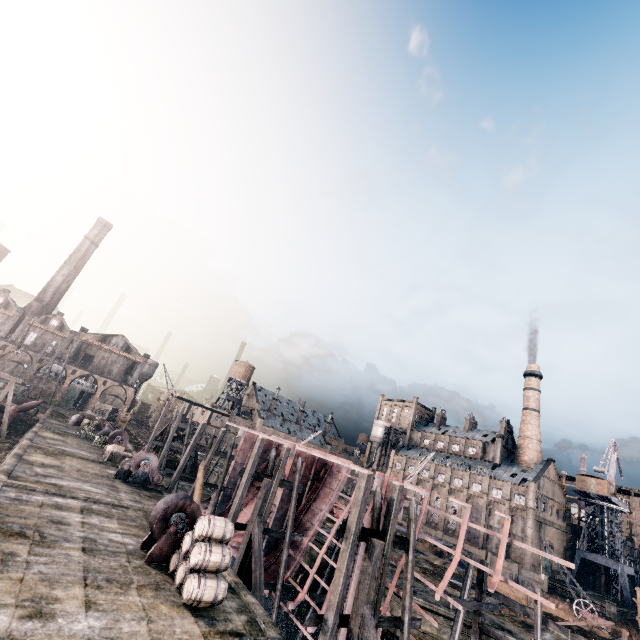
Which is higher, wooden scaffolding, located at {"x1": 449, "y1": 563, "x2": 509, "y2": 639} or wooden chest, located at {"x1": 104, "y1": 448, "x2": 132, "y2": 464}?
wooden scaffolding, located at {"x1": 449, "y1": 563, "x2": 509, "y2": 639}

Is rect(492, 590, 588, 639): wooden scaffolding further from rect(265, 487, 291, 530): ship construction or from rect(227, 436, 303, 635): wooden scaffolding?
rect(227, 436, 303, 635): wooden scaffolding

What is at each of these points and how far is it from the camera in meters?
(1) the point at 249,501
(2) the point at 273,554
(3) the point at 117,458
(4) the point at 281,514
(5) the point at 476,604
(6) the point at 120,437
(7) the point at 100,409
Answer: (1) ship construction, 31.5 m
(2) ship construction, 24.1 m
(3) wooden chest, 30.5 m
(4) ship construction, 25.5 m
(5) wooden scaffolding, 16.5 m
(6) pulley, 36.0 m
(7) wooden chest, 52.4 m

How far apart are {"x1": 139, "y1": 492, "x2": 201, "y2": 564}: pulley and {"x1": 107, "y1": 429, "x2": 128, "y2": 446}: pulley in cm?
2431

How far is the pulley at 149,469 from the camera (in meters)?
26.19

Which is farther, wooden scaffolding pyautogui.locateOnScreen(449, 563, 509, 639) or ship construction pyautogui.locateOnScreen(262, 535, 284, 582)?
ship construction pyautogui.locateOnScreen(262, 535, 284, 582)

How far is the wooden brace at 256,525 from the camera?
16.8 meters

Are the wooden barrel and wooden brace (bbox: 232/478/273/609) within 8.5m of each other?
yes
